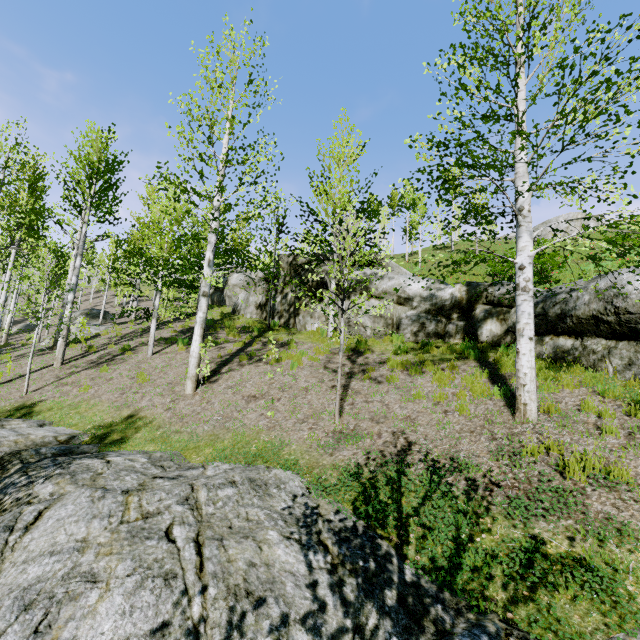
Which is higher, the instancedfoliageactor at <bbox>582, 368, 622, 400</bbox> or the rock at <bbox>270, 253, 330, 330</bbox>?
the rock at <bbox>270, 253, 330, 330</bbox>

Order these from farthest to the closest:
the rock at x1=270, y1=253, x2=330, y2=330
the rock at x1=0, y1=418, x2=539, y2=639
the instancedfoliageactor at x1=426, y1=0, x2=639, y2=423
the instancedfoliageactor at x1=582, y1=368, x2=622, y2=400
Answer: the rock at x1=270, y1=253, x2=330, y2=330 → the instancedfoliageactor at x1=582, y1=368, x2=622, y2=400 → the instancedfoliageactor at x1=426, y1=0, x2=639, y2=423 → the rock at x1=0, y1=418, x2=539, y2=639

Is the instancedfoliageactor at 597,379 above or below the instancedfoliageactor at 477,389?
above

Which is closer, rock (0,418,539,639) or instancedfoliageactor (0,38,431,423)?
rock (0,418,539,639)

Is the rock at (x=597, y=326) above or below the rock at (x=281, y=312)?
below

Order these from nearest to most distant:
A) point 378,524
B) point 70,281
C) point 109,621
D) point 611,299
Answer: point 109,621, point 378,524, point 611,299, point 70,281
